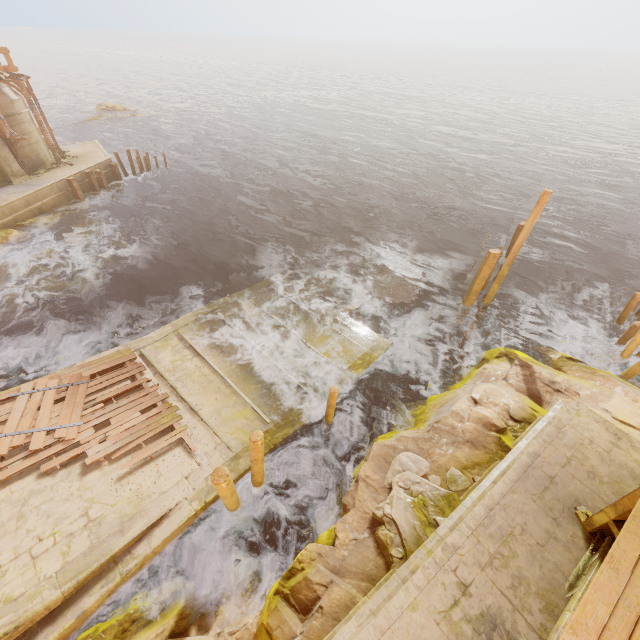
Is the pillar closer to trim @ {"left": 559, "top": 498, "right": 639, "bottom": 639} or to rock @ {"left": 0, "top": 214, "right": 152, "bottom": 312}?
rock @ {"left": 0, "top": 214, "right": 152, "bottom": 312}

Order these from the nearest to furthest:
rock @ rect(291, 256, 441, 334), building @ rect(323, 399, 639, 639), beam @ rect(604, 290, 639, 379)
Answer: building @ rect(323, 399, 639, 639) → beam @ rect(604, 290, 639, 379) → rock @ rect(291, 256, 441, 334)

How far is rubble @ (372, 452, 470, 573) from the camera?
6.4m

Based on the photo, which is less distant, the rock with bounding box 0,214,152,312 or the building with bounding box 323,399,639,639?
the building with bounding box 323,399,639,639

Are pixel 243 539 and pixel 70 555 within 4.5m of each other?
yes

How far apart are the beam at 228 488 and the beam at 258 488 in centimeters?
32cm

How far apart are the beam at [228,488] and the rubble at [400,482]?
3.09m

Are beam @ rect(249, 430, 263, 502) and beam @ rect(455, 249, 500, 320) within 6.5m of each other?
no
